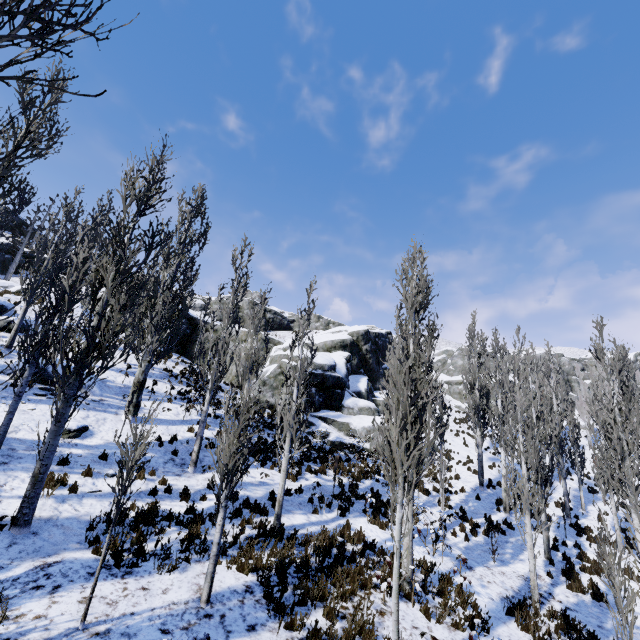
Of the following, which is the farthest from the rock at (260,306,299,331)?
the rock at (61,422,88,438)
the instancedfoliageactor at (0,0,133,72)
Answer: the rock at (61,422,88,438)

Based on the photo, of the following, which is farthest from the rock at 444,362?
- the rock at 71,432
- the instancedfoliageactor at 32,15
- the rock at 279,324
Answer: the rock at 71,432

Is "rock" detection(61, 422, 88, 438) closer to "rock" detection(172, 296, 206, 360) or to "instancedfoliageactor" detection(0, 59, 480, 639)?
"instancedfoliageactor" detection(0, 59, 480, 639)

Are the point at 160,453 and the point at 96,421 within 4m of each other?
yes

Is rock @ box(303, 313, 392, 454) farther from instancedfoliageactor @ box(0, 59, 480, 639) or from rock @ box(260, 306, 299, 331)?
rock @ box(260, 306, 299, 331)

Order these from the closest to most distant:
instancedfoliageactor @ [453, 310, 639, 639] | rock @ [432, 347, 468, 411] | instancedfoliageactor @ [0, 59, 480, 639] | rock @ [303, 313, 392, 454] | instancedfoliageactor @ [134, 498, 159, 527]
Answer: instancedfoliageactor @ [0, 59, 480, 639] → instancedfoliageactor @ [134, 498, 159, 527] → instancedfoliageactor @ [453, 310, 639, 639] → rock @ [303, 313, 392, 454] → rock @ [432, 347, 468, 411]

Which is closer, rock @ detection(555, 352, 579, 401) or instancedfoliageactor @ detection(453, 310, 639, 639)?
instancedfoliageactor @ detection(453, 310, 639, 639)

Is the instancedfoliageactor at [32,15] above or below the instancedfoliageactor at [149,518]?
above
